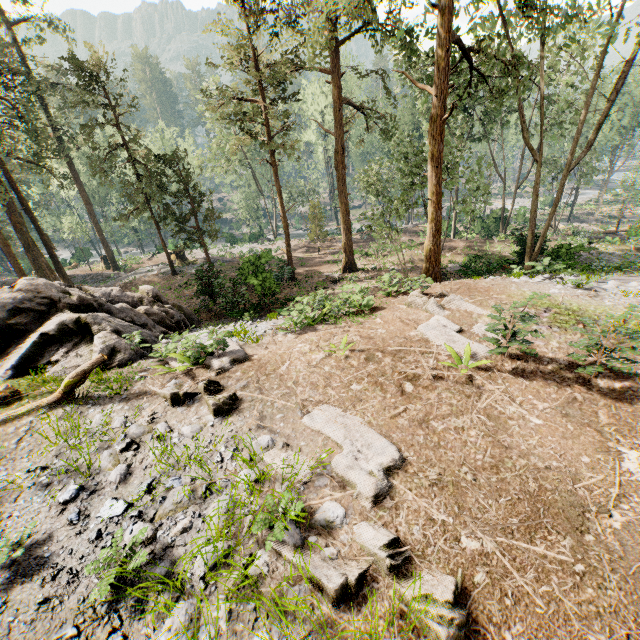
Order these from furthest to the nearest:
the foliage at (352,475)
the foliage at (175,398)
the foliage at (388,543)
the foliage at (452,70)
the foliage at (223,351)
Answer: the foliage at (452,70) → the foliage at (223,351) → the foliage at (175,398) → the foliage at (352,475) → the foliage at (388,543)

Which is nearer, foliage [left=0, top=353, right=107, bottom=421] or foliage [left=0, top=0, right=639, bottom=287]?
foliage [left=0, top=353, right=107, bottom=421]

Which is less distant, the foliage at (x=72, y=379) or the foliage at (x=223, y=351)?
the foliage at (x=72, y=379)

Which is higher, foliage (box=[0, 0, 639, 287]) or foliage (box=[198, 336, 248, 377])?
foliage (box=[0, 0, 639, 287])

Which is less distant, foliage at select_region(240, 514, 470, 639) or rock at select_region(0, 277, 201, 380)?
foliage at select_region(240, 514, 470, 639)

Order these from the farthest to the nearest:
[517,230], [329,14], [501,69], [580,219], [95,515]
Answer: [580,219], [517,230], [501,69], [329,14], [95,515]

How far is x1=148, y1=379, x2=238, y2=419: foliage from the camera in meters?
6.5 m
